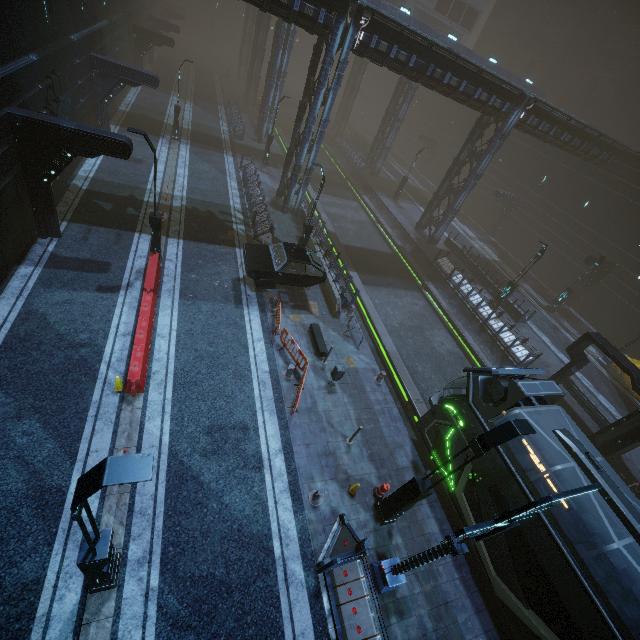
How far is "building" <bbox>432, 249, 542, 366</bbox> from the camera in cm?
1964

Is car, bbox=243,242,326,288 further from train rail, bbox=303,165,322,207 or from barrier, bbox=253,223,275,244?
train rail, bbox=303,165,322,207

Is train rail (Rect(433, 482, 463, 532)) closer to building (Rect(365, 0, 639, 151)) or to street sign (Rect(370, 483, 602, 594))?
building (Rect(365, 0, 639, 151))

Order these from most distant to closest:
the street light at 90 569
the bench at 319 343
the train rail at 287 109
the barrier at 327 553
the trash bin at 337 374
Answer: the train rail at 287 109 < the bench at 319 343 < the trash bin at 337 374 < the barrier at 327 553 < the street light at 90 569

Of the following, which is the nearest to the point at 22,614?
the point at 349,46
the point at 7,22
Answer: the point at 7,22

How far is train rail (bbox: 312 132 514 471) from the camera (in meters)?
16.75

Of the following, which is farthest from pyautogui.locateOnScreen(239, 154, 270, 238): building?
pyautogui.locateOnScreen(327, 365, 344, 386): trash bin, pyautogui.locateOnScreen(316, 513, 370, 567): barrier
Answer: pyautogui.locateOnScreen(327, 365, 344, 386): trash bin

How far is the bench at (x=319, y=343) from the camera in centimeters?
1425cm
